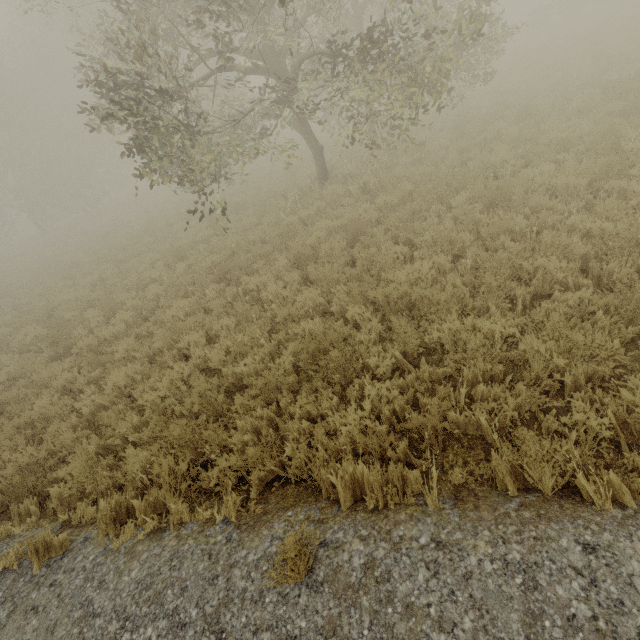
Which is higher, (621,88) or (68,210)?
(68,210)
